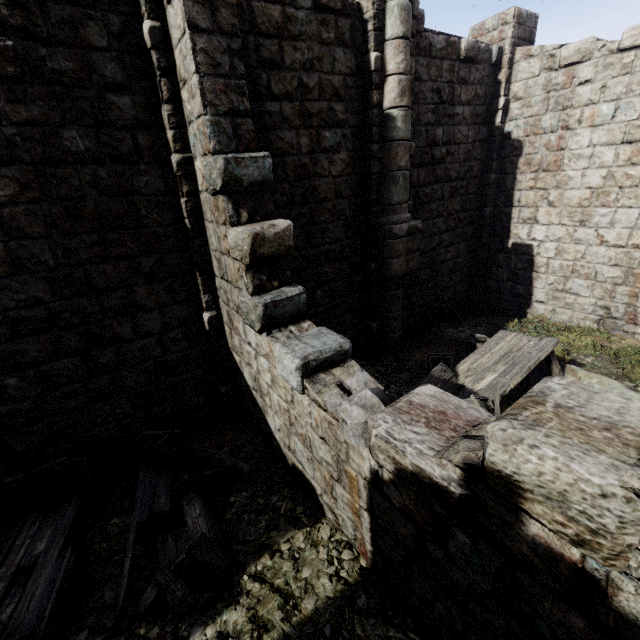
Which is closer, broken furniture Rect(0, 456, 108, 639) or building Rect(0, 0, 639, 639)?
building Rect(0, 0, 639, 639)

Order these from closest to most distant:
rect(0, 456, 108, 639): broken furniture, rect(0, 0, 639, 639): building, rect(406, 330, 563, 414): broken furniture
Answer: rect(0, 0, 639, 639): building → rect(0, 456, 108, 639): broken furniture → rect(406, 330, 563, 414): broken furniture

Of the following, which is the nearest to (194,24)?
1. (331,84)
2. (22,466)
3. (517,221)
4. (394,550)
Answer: (331,84)

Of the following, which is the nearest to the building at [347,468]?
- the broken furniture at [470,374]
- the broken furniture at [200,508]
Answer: the broken furniture at [200,508]

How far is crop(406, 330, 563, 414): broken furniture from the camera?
6.0m

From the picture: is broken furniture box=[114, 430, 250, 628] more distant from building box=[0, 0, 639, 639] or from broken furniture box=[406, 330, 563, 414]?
broken furniture box=[406, 330, 563, 414]

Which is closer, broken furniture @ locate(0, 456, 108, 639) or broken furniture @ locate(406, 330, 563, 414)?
broken furniture @ locate(0, 456, 108, 639)

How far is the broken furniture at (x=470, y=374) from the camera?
6.02m
